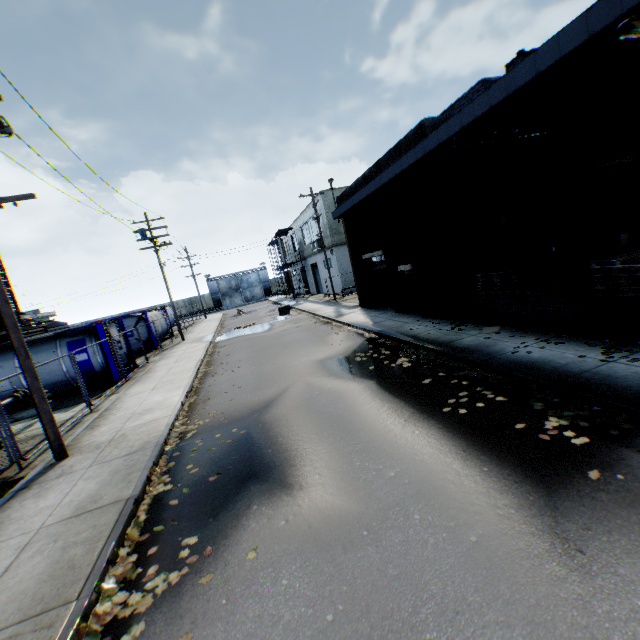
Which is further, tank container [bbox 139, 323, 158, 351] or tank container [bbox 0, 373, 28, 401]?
tank container [bbox 139, 323, 158, 351]

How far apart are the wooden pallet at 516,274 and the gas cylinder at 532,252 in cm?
259

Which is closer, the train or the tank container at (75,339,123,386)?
the tank container at (75,339,123,386)

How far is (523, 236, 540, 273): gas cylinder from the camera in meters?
12.2

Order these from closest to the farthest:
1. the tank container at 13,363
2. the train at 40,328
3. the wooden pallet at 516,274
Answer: the wooden pallet at 516,274, the tank container at 13,363, the train at 40,328

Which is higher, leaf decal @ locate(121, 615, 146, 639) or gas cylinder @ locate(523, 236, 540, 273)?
gas cylinder @ locate(523, 236, 540, 273)

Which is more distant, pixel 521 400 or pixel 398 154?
pixel 398 154

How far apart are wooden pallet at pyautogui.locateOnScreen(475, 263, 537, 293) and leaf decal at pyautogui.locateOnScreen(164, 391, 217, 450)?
9.2m
